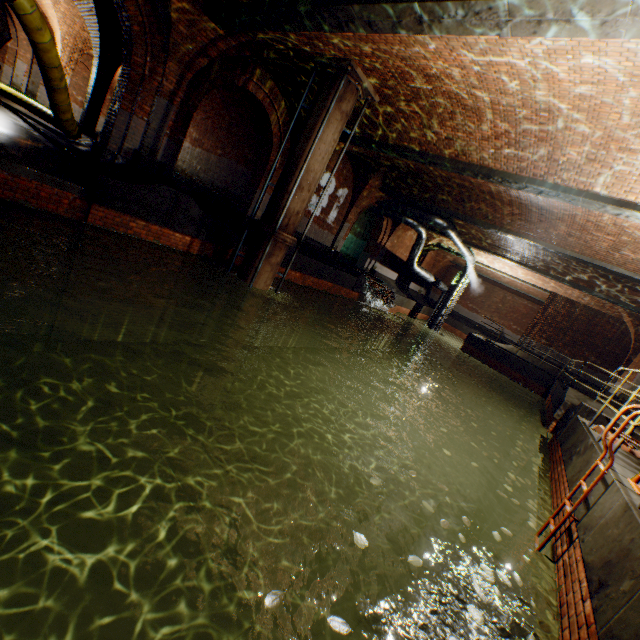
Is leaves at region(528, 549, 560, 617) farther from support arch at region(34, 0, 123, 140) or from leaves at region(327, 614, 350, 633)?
support arch at region(34, 0, 123, 140)

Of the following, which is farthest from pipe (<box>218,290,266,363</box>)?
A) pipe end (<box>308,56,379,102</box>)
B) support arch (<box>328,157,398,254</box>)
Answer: support arch (<box>328,157,398,254</box>)

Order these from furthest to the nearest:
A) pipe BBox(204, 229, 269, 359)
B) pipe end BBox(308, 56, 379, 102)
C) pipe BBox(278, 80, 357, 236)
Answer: pipe BBox(204, 229, 269, 359)
pipe BBox(278, 80, 357, 236)
pipe end BBox(308, 56, 379, 102)

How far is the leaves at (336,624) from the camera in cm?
196

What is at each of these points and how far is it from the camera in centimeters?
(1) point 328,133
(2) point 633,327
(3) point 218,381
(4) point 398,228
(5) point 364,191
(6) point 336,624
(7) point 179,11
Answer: (1) pipe, 823cm
(2) support arch, 1670cm
(3) pipe, 994cm
(4) support arch, 2031cm
(5) support arch, 1590cm
(6) leaves, 198cm
(7) support arch, 761cm

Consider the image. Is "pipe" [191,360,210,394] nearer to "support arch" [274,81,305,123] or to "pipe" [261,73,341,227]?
"pipe" [261,73,341,227]

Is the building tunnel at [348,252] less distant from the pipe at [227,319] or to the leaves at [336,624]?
the pipe at [227,319]

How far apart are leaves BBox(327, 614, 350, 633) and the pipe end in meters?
9.4
